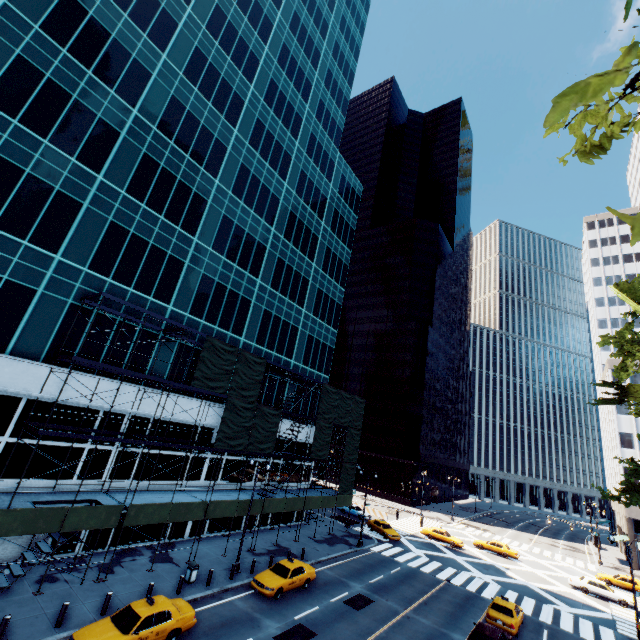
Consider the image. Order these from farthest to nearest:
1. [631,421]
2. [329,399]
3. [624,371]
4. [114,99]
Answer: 1. [631,421]
2. [329,399]
3. [624,371]
4. [114,99]

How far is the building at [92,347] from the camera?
21.73m

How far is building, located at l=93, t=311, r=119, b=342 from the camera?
22.4 meters

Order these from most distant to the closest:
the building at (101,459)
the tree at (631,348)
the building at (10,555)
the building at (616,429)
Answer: the building at (616,429), the building at (101,459), the tree at (631,348), the building at (10,555)

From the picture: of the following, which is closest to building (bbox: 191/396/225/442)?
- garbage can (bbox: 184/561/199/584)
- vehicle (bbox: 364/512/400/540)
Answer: garbage can (bbox: 184/561/199/584)

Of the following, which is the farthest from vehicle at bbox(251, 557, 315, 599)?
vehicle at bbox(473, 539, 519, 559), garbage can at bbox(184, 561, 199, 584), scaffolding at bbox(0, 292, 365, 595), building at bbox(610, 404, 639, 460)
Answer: building at bbox(610, 404, 639, 460)

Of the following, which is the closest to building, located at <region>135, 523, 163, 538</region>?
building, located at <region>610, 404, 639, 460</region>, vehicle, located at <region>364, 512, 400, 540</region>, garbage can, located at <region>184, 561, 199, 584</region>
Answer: garbage can, located at <region>184, 561, 199, 584</region>
